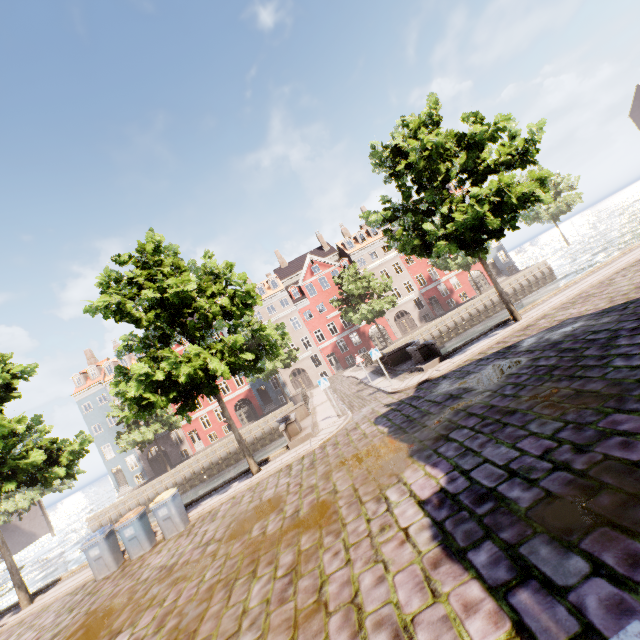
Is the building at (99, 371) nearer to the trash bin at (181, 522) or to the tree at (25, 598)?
the trash bin at (181, 522)

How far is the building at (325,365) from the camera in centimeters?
4241cm

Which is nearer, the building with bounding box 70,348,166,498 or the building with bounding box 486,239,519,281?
the building with bounding box 70,348,166,498

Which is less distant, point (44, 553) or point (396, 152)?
point (396, 152)

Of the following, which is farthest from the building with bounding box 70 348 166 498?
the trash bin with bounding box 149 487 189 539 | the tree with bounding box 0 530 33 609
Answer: the tree with bounding box 0 530 33 609

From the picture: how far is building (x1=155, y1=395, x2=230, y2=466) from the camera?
40.1m
